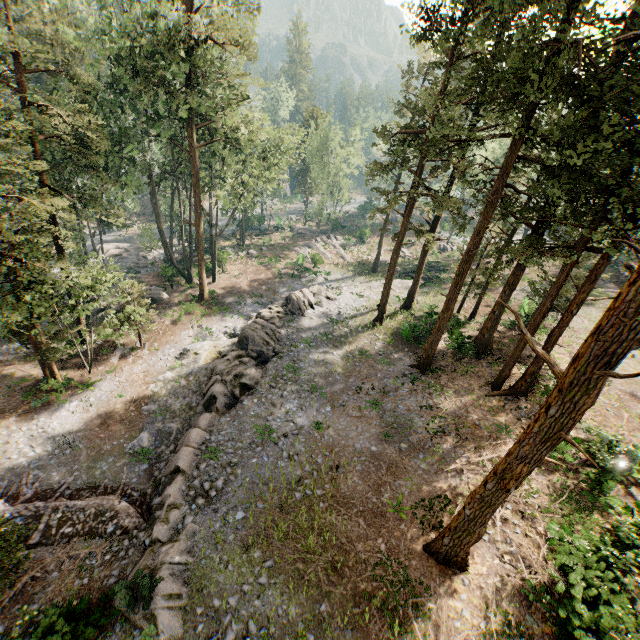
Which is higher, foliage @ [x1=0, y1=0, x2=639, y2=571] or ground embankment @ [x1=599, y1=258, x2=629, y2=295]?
foliage @ [x1=0, y1=0, x2=639, y2=571]

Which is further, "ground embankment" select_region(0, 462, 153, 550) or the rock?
"ground embankment" select_region(0, 462, 153, 550)

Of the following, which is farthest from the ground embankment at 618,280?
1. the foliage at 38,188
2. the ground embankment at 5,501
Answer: the ground embankment at 5,501

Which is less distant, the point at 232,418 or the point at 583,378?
the point at 583,378

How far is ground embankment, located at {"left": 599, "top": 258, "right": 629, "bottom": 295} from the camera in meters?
34.0

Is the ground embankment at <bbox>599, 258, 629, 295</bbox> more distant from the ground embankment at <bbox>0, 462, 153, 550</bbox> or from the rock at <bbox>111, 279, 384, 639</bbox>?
the ground embankment at <bbox>0, 462, 153, 550</bbox>

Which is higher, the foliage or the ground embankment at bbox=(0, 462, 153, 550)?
the foliage

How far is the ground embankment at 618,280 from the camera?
34.0 meters
